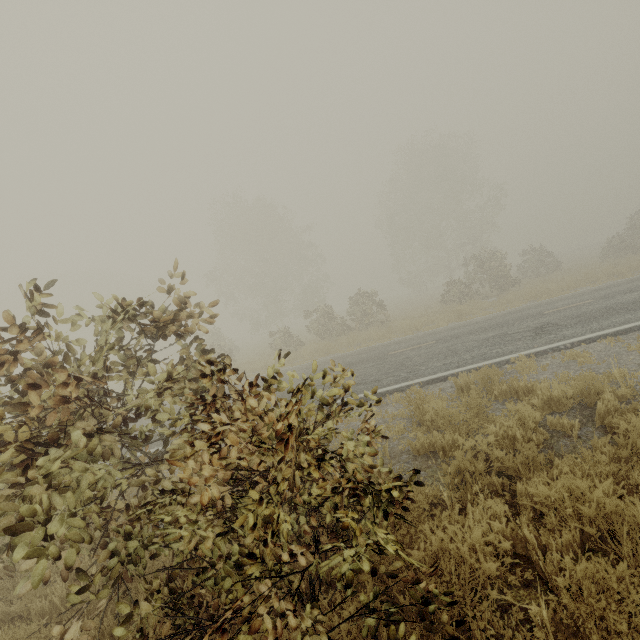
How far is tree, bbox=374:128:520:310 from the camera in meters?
23.4

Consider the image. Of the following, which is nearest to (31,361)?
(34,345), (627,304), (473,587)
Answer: (473,587)

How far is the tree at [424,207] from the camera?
23.4m
